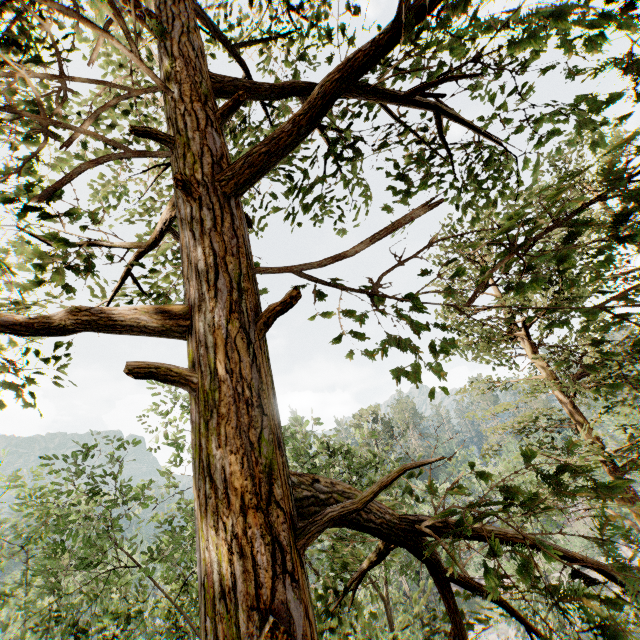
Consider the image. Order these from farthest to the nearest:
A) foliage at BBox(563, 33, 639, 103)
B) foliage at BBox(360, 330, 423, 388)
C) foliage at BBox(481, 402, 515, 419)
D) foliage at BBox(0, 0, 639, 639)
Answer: foliage at BBox(481, 402, 515, 419) < foliage at BBox(360, 330, 423, 388) < foliage at BBox(563, 33, 639, 103) < foliage at BBox(0, 0, 639, 639)

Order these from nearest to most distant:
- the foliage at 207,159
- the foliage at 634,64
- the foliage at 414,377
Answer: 1. the foliage at 207,159
2. the foliage at 634,64
3. the foliage at 414,377

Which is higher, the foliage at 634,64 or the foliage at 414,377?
the foliage at 634,64

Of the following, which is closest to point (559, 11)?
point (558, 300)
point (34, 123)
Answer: point (34, 123)

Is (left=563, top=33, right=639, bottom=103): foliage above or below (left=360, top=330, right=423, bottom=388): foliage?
above

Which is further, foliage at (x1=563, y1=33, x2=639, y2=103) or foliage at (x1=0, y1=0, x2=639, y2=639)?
foliage at (x1=563, y1=33, x2=639, y2=103)
